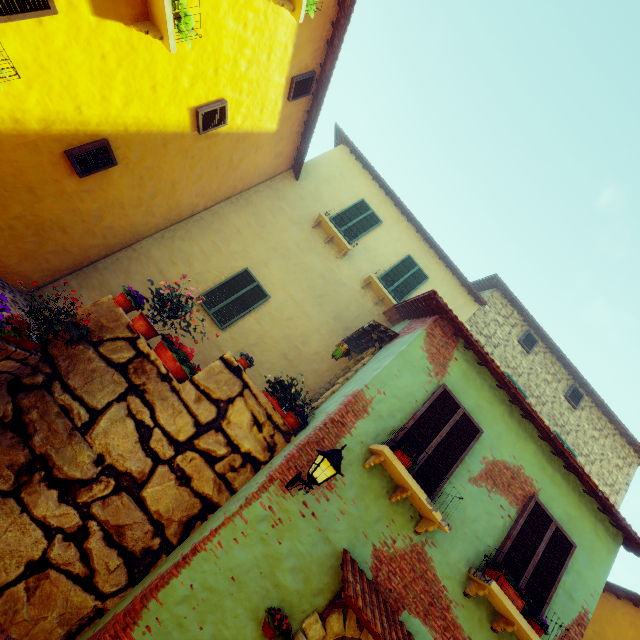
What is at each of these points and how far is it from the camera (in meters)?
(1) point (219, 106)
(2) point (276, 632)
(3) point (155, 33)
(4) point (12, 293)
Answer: (1) window, 6.61
(2) flower pot, 3.98
(3) window sill, 4.60
(4) stair, 6.67

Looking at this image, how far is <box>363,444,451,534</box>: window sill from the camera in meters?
4.7 m

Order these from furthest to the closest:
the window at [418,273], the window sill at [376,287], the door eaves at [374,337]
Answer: the window at [418,273]
the window sill at [376,287]
the door eaves at [374,337]

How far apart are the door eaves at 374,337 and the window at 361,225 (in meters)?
3.27

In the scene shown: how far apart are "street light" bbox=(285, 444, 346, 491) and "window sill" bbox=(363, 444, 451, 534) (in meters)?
0.67

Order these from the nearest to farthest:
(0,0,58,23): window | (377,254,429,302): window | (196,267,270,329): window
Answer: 1. (0,0,58,23): window
2. (196,267,270,329): window
3. (377,254,429,302): window

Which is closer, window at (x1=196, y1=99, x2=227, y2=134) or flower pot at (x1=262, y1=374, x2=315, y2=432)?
flower pot at (x1=262, y1=374, x2=315, y2=432)

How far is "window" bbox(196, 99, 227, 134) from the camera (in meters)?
6.47
